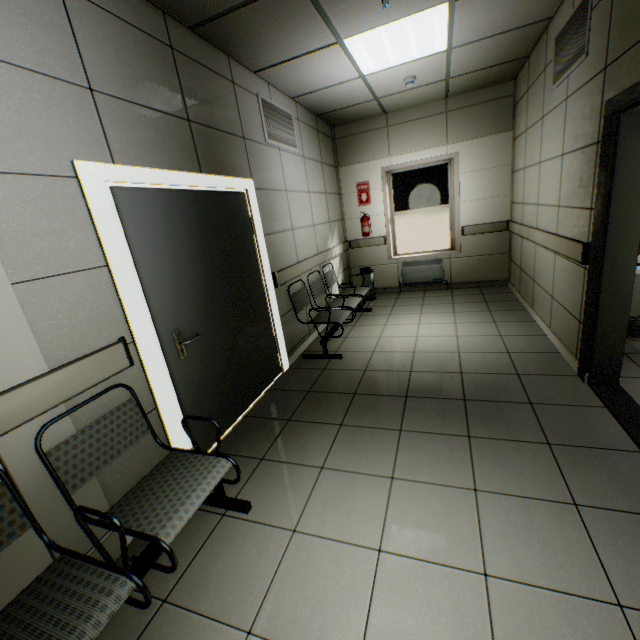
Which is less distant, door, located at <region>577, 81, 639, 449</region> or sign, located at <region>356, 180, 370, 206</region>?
door, located at <region>577, 81, 639, 449</region>

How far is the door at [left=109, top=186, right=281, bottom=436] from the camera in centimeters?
217cm

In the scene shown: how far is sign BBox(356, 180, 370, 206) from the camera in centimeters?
626cm

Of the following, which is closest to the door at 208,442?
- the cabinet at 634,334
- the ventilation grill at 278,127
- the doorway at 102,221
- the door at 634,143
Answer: the doorway at 102,221

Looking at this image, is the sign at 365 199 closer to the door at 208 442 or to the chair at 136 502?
the door at 208 442

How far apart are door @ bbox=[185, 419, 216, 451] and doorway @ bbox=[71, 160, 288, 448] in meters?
0.0 m

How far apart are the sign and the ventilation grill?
2.1m

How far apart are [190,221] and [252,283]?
0.9 meters
